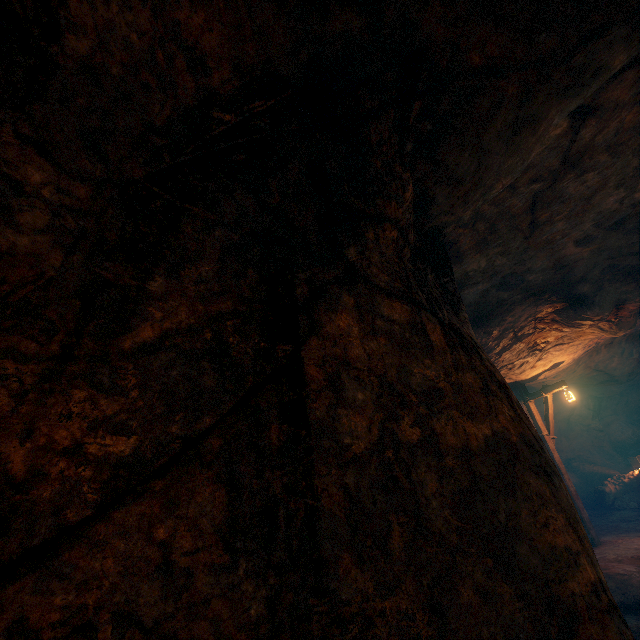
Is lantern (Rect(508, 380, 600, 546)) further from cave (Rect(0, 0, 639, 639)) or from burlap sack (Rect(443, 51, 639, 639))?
cave (Rect(0, 0, 639, 639))

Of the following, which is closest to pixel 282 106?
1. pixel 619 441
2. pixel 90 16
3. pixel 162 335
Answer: pixel 90 16

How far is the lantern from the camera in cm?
890

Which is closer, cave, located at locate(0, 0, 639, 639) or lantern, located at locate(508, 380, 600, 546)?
cave, located at locate(0, 0, 639, 639)

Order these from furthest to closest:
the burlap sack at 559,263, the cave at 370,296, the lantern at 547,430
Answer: the lantern at 547,430 → the burlap sack at 559,263 → the cave at 370,296

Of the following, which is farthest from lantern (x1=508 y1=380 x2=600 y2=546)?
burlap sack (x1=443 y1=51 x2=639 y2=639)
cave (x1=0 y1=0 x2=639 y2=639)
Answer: cave (x1=0 y1=0 x2=639 y2=639)

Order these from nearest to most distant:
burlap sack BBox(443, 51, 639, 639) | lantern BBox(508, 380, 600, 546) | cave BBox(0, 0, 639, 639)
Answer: cave BBox(0, 0, 639, 639), burlap sack BBox(443, 51, 639, 639), lantern BBox(508, 380, 600, 546)

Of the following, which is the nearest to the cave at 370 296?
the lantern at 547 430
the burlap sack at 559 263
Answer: the burlap sack at 559 263
